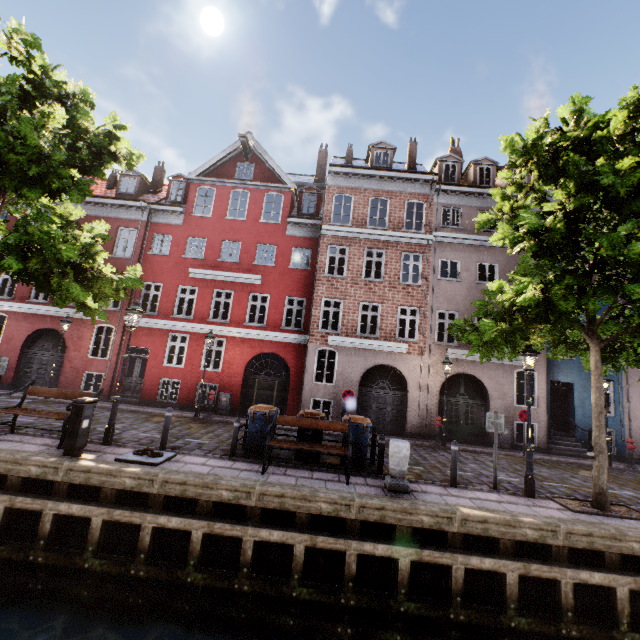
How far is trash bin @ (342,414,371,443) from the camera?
9.0 meters

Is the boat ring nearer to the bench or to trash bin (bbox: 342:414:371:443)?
the bench

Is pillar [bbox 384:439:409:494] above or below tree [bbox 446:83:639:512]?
below

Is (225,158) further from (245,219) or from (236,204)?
(236,204)

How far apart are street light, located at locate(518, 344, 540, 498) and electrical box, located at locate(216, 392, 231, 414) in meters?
12.5

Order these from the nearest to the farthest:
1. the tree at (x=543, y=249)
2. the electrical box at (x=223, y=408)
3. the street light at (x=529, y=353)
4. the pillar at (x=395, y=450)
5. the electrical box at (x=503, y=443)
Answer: the tree at (x=543, y=249)
the pillar at (x=395, y=450)
the street light at (x=529, y=353)
the electrical box at (x=503, y=443)
the electrical box at (x=223, y=408)

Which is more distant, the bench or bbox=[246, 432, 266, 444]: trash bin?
bbox=[246, 432, 266, 444]: trash bin

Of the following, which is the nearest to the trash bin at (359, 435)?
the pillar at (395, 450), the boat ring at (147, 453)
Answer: the pillar at (395, 450)
